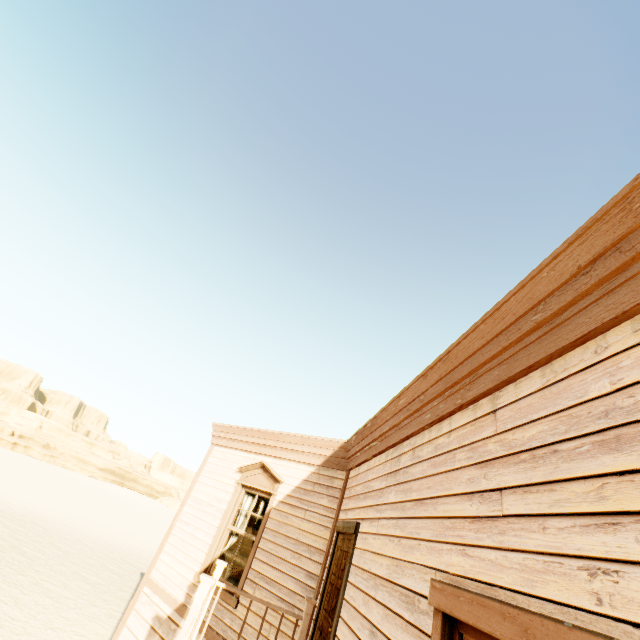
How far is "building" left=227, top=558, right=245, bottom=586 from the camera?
8.3m

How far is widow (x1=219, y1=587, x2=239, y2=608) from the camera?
5.46m

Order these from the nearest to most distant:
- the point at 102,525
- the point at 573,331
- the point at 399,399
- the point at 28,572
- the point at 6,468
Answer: the point at 573,331
the point at 399,399
the point at 28,572
the point at 102,525
the point at 6,468

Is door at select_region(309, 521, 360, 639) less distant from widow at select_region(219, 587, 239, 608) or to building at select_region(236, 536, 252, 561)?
building at select_region(236, 536, 252, 561)

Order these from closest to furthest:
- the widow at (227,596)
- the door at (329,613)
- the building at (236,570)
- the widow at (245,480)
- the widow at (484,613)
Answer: the widow at (484,613), the door at (329,613), the widow at (227,596), the widow at (245,480), the building at (236,570)

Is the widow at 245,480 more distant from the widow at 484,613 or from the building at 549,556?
the widow at 484,613

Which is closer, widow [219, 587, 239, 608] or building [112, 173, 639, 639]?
building [112, 173, 639, 639]

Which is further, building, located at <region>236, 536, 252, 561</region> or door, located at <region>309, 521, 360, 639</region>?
building, located at <region>236, 536, 252, 561</region>
